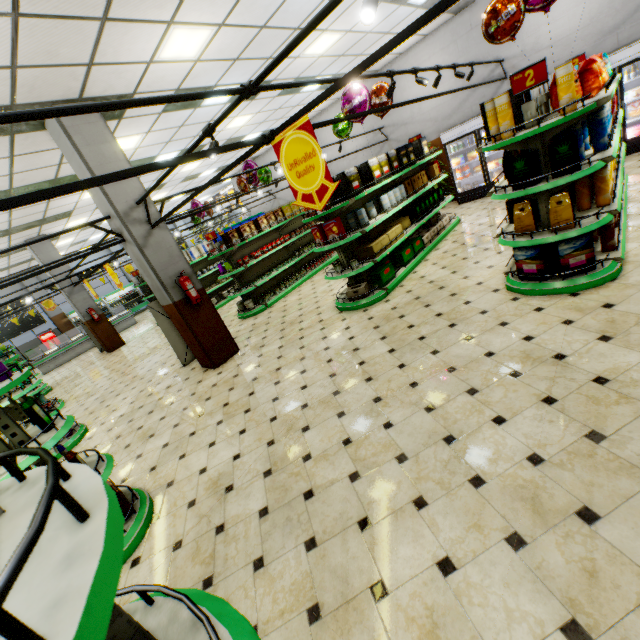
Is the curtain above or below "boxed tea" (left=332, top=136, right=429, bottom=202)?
above

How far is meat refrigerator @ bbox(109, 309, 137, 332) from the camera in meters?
17.6

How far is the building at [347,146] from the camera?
12.23m

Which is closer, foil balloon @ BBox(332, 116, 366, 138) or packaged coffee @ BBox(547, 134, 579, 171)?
packaged coffee @ BBox(547, 134, 579, 171)

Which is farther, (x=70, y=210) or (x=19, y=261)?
(x=19, y=261)

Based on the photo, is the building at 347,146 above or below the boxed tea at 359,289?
above

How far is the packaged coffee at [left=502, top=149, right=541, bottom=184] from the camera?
Answer: 3.6 meters

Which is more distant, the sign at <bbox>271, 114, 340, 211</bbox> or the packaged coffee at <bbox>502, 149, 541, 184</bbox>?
the packaged coffee at <bbox>502, 149, 541, 184</bbox>
